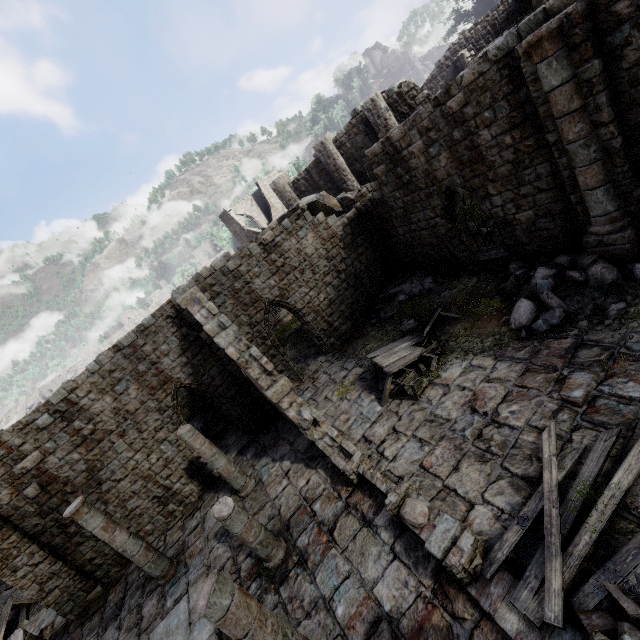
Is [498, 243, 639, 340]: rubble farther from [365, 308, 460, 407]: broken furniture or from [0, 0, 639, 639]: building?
[365, 308, 460, 407]: broken furniture

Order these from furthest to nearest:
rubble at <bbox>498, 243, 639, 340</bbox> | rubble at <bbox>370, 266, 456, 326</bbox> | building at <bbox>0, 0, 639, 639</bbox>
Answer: rubble at <bbox>370, 266, 456, 326</bbox> < rubble at <bbox>498, 243, 639, 340</bbox> < building at <bbox>0, 0, 639, 639</bbox>

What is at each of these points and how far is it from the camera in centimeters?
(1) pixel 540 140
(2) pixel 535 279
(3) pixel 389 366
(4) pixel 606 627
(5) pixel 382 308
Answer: (1) building, 875cm
(2) rubble, 1004cm
(3) broken furniture, 1092cm
(4) rubble, 409cm
(5) rubble, 1578cm

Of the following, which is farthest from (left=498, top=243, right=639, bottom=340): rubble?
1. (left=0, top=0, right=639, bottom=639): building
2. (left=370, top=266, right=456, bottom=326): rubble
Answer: (left=370, top=266, right=456, bottom=326): rubble

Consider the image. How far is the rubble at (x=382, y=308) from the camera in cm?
1401

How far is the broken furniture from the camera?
10.4m

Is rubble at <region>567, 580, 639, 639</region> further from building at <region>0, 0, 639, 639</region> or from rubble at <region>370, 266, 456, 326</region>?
rubble at <region>370, 266, 456, 326</region>

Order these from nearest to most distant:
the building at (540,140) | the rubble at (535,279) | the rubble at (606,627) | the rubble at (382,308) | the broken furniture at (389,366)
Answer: the rubble at (606,627) < the building at (540,140) < the rubble at (535,279) < the broken furniture at (389,366) < the rubble at (382,308)
